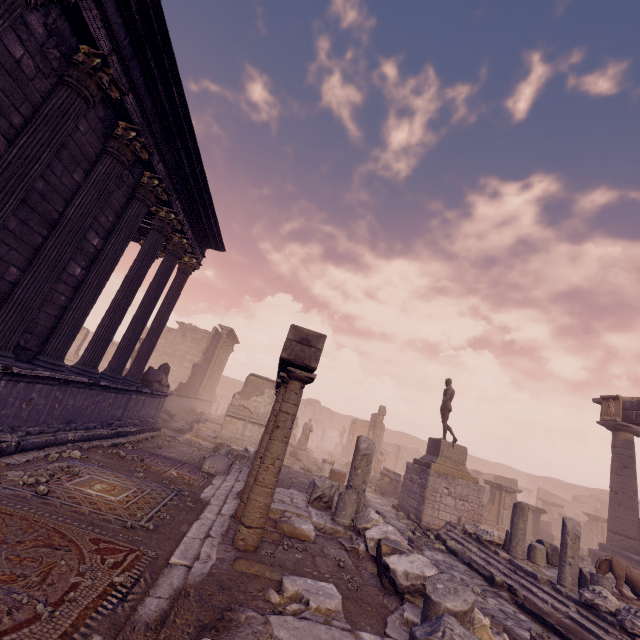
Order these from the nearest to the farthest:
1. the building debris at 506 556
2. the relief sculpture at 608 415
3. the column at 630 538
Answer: the building debris at 506 556 → the column at 630 538 → the relief sculpture at 608 415

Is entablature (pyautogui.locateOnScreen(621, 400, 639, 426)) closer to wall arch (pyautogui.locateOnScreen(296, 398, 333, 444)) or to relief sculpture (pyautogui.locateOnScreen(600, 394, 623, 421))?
relief sculpture (pyautogui.locateOnScreen(600, 394, 623, 421))

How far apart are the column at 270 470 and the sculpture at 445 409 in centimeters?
1081cm

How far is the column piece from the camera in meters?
16.9 m

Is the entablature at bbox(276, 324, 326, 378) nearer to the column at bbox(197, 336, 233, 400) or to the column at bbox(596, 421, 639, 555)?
the column at bbox(596, 421, 639, 555)

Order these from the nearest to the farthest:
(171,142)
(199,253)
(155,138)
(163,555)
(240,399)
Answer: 1. (163,555)
2. (155,138)
3. (171,142)
4. (199,253)
5. (240,399)

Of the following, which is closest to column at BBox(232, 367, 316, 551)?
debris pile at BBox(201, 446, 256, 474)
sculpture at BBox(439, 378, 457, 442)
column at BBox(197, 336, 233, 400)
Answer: debris pile at BBox(201, 446, 256, 474)

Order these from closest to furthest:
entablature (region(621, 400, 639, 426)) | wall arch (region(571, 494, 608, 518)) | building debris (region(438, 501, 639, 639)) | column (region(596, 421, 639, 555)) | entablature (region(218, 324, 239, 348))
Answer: building debris (region(438, 501, 639, 639)), column (region(596, 421, 639, 555)), entablature (region(621, 400, 639, 426)), entablature (region(218, 324, 239, 348)), wall arch (region(571, 494, 608, 518))
